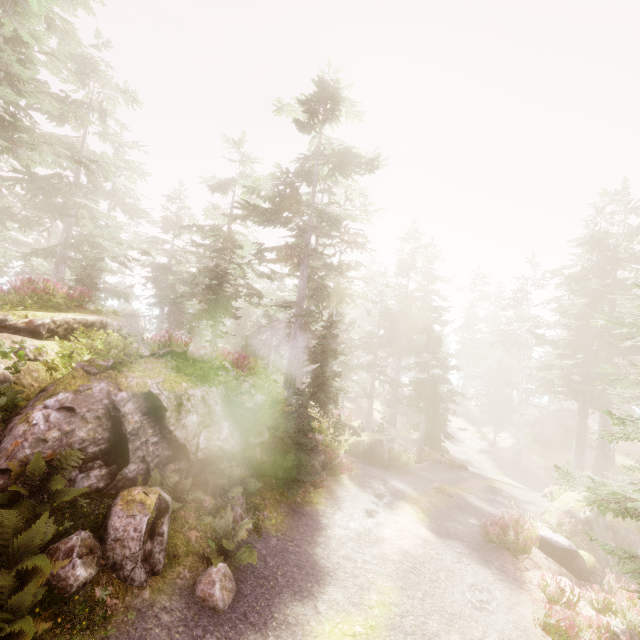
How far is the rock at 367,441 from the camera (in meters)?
18.73

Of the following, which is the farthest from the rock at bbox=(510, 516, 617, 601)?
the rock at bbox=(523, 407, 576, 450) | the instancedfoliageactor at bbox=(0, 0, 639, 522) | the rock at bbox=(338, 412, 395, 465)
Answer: the rock at bbox=(523, 407, 576, 450)

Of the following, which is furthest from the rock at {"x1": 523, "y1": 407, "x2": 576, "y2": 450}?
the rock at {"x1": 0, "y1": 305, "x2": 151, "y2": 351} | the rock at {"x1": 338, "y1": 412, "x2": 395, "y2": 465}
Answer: the rock at {"x1": 338, "y1": 412, "x2": 395, "y2": 465}

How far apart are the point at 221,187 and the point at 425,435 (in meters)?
28.33

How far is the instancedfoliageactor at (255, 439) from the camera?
11.2 meters

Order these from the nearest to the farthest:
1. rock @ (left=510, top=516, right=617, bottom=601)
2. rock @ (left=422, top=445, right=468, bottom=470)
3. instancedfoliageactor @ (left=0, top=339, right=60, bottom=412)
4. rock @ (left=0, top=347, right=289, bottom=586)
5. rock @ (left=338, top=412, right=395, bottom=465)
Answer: rock @ (left=0, top=347, right=289, bottom=586), instancedfoliageactor @ (left=0, top=339, right=60, bottom=412), rock @ (left=510, top=516, right=617, bottom=601), rock @ (left=338, top=412, right=395, bottom=465), rock @ (left=422, top=445, right=468, bottom=470)

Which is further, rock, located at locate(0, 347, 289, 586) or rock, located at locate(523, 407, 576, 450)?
rock, located at locate(523, 407, 576, 450)

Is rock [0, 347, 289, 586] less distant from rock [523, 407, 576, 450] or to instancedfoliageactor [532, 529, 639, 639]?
instancedfoliageactor [532, 529, 639, 639]
